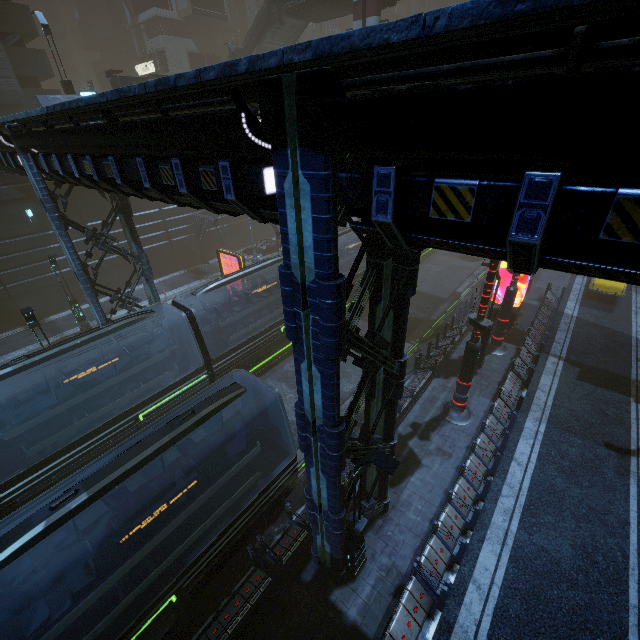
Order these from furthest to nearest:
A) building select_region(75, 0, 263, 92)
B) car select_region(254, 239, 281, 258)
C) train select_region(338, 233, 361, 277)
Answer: building select_region(75, 0, 263, 92) → car select_region(254, 239, 281, 258) → train select_region(338, 233, 361, 277)

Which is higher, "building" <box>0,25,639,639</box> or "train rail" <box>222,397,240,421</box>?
"building" <box>0,25,639,639</box>

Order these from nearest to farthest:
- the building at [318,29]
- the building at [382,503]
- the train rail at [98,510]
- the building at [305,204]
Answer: the building at [305,204] < the building at [382,503] < the train rail at [98,510] < the building at [318,29]

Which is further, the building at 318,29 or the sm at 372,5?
the building at 318,29

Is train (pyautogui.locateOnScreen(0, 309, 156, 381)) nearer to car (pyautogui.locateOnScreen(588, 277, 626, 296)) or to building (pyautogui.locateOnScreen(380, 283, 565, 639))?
building (pyautogui.locateOnScreen(380, 283, 565, 639))

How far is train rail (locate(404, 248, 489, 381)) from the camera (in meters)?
20.86

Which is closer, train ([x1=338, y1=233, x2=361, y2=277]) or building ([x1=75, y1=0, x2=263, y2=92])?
train ([x1=338, y1=233, x2=361, y2=277])

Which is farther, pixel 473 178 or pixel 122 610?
pixel 122 610
